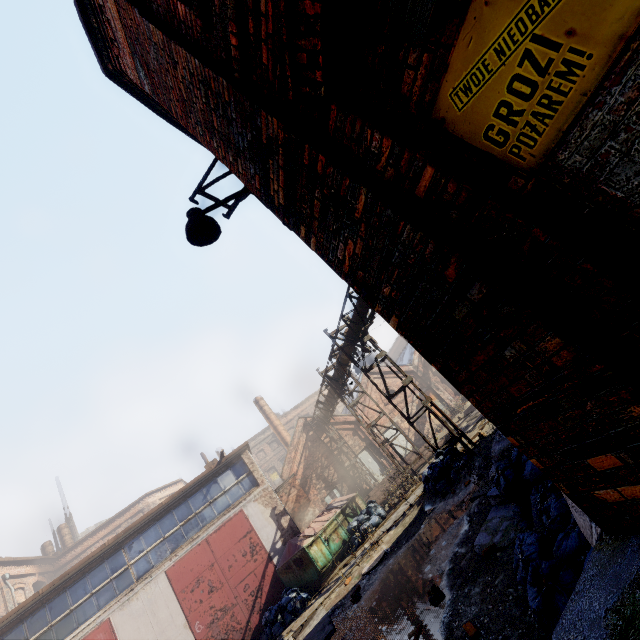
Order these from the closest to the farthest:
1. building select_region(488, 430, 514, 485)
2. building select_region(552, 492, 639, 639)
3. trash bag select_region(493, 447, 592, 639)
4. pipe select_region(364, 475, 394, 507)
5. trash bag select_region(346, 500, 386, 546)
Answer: building select_region(552, 492, 639, 639) → trash bag select_region(493, 447, 592, 639) → building select_region(488, 430, 514, 485) → trash bag select_region(346, 500, 386, 546) → pipe select_region(364, 475, 394, 507)

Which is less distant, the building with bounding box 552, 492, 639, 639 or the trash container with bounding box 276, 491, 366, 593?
the building with bounding box 552, 492, 639, 639

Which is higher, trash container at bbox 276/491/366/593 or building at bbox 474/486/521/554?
trash container at bbox 276/491/366/593

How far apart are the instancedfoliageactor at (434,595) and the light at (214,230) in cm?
559

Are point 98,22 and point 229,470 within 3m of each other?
no

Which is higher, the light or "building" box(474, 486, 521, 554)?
the light

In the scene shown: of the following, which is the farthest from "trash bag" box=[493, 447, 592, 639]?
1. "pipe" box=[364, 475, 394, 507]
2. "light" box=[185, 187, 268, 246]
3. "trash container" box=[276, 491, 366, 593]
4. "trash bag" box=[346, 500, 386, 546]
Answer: "pipe" box=[364, 475, 394, 507]

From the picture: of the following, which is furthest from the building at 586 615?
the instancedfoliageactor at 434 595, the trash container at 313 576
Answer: the trash container at 313 576
